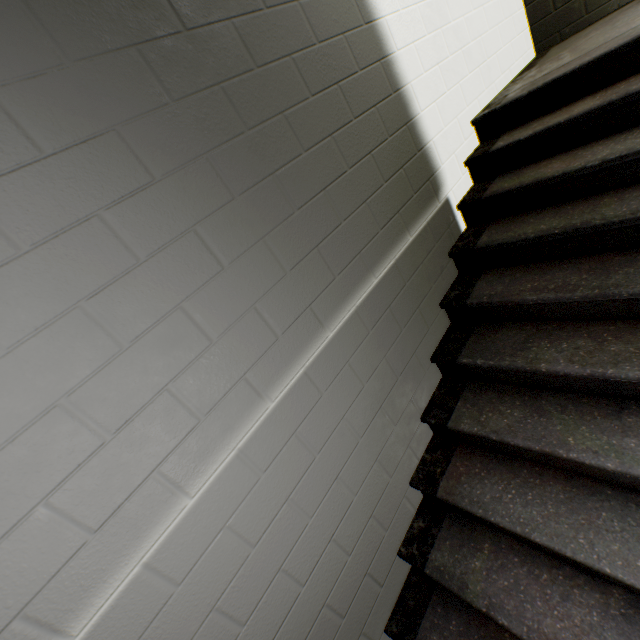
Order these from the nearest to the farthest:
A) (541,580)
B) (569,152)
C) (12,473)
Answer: (12,473) → (541,580) → (569,152)
